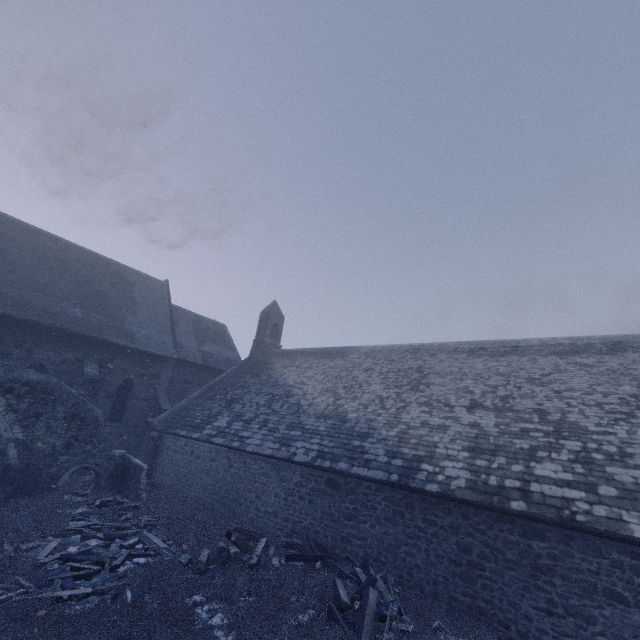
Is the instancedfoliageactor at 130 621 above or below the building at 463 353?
below

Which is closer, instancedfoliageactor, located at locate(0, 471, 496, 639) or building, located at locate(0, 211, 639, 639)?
instancedfoliageactor, located at locate(0, 471, 496, 639)

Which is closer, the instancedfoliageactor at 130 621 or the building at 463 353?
the instancedfoliageactor at 130 621

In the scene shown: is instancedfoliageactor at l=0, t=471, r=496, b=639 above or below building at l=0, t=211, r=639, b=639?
below

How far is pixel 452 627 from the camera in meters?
7.1
